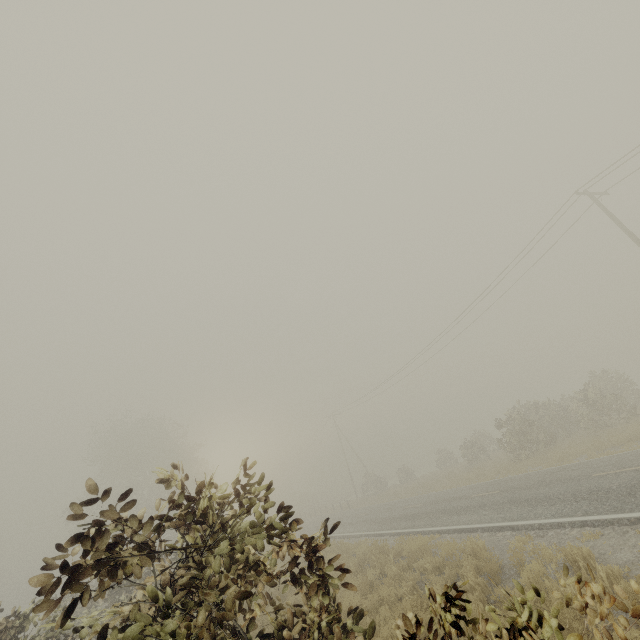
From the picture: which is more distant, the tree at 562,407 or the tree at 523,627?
the tree at 562,407

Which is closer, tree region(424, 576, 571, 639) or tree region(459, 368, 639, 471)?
tree region(424, 576, 571, 639)

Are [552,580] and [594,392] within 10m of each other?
no
